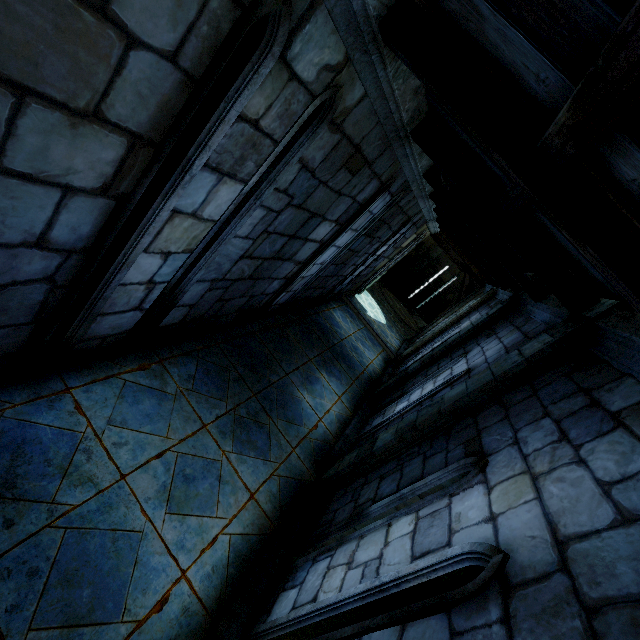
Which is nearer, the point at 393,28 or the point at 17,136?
the point at 17,136
